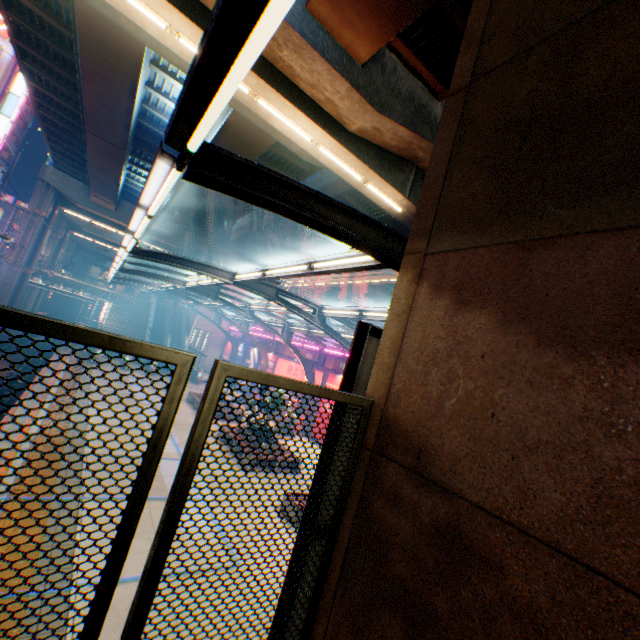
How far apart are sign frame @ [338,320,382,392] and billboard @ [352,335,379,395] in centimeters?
0cm

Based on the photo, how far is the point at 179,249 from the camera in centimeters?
3791cm

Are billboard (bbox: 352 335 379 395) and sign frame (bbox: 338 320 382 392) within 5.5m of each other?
yes

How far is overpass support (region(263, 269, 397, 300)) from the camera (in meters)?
28.46

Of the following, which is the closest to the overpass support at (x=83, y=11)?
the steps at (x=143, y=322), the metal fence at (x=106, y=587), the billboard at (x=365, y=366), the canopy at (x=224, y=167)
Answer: the metal fence at (x=106, y=587)

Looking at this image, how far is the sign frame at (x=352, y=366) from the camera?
3.39m

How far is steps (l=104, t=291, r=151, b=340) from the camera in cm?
3288
